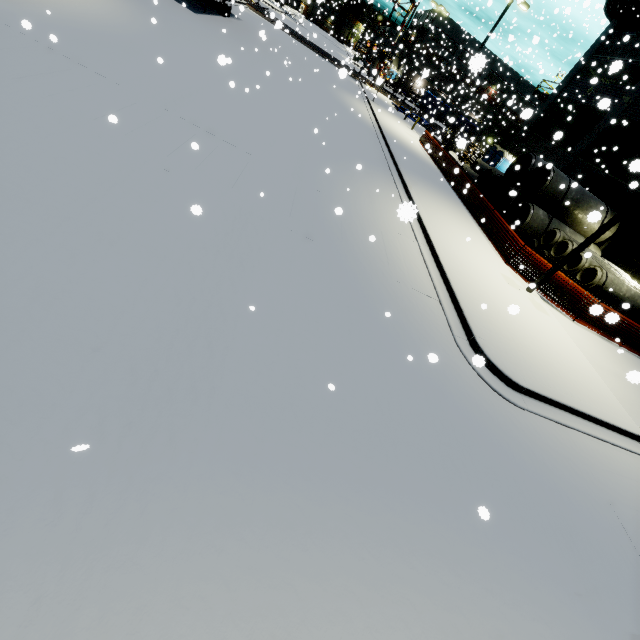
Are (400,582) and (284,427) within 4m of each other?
yes

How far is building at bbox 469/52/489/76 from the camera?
2.84m

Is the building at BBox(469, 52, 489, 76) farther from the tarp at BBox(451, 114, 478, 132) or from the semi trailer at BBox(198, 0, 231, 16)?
the tarp at BBox(451, 114, 478, 132)

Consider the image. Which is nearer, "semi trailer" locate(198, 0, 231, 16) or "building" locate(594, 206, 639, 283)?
"building" locate(594, 206, 639, 283)

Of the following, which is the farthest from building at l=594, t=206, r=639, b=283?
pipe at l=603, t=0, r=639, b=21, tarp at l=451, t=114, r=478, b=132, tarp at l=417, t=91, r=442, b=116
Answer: tarp at l=451, t=114, r=478, b=132

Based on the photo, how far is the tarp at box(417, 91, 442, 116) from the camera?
35.4 meters

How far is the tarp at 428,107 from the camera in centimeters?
3539cm

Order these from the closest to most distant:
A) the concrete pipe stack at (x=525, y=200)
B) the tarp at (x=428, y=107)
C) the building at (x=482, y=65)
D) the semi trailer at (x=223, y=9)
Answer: the building at (x=482, y=65) < the concrete pipe stack at (x=525, y=200) < the semi trailer at (x=223, y=9) < the tarp at (x=428, y=107)
